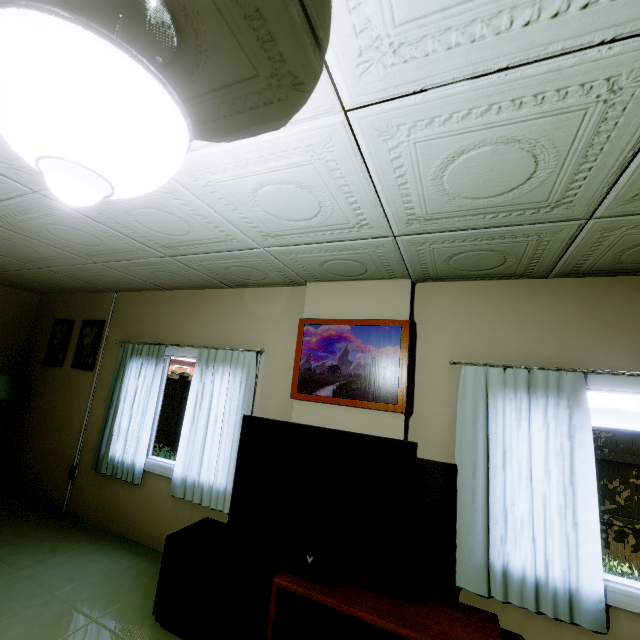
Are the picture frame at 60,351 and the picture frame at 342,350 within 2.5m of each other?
no

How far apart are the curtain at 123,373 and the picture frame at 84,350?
0.4m

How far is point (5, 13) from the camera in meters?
0.6

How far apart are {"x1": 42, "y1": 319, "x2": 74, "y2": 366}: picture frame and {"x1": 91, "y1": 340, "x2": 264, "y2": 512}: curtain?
1.1m

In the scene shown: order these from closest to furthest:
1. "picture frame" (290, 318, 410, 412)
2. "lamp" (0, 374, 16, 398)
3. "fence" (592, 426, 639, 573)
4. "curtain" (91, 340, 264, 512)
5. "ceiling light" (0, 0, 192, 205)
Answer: "ceiling light" (0, 0, 192, 205)
"picture frame" (290, 318, 410, 412)
"curtain" (91, 340, 264, 512)
"lamp" (0, 374, 16, 398)
"fence" (592, 426, 639, 573)

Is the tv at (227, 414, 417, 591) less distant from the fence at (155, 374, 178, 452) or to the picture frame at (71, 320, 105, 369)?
the picture frame at (71, 320, 105, 369)

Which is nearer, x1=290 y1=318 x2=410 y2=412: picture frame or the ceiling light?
the ceiling light

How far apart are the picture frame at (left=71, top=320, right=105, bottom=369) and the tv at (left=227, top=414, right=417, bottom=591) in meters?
3.0
